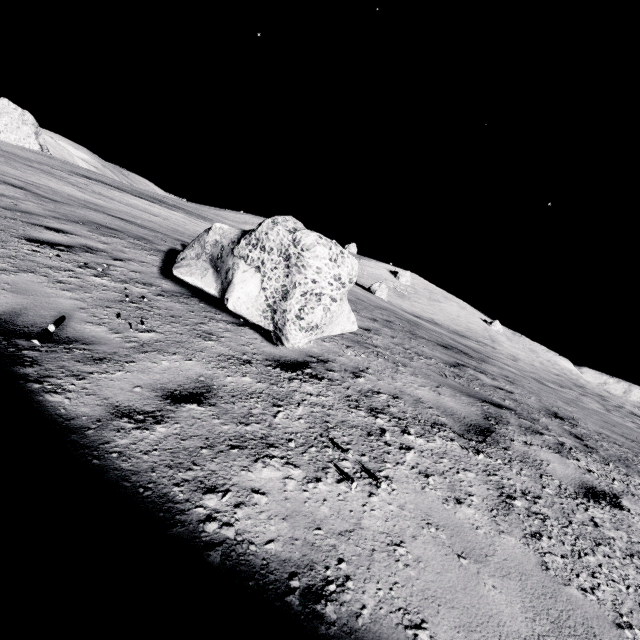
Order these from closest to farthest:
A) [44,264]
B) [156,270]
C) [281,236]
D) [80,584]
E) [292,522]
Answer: [80,584], [292,522], [281,236], [44,264], [156,270]

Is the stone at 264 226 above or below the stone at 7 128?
below

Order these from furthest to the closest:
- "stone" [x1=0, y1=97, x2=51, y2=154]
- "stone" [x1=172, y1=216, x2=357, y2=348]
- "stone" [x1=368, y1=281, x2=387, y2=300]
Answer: "stone" [x1=0, y1=97, x2=51, y2=154] → "stone" [x1=368, y1=281, x2=387, y2=300] → "stone" [x1=172, y1=216, x2=357, y2=348]

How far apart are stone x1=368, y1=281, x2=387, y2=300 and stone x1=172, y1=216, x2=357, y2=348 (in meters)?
37.87

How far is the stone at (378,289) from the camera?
43.1m

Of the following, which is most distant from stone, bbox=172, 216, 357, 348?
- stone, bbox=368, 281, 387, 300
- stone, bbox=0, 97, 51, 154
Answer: stone, bbox=0, 97, 51, 154

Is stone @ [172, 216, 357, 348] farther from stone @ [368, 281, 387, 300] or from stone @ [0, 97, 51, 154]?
stone @ [0, 97, 51, 154]

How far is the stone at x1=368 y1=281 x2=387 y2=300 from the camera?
43.1m
